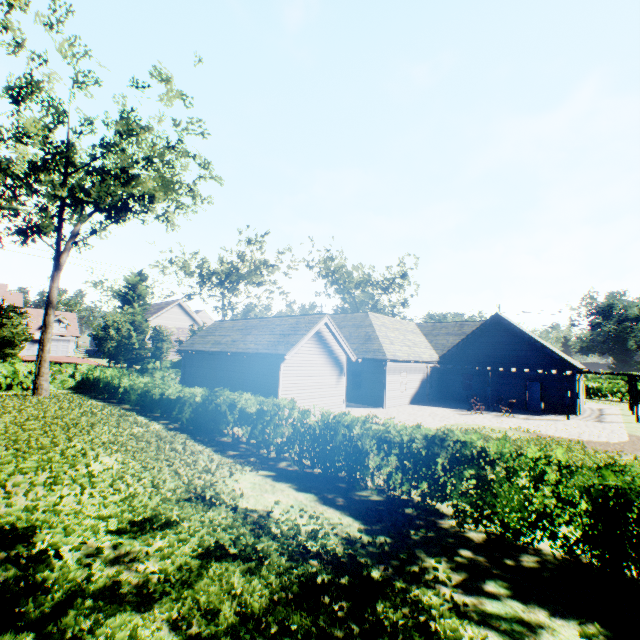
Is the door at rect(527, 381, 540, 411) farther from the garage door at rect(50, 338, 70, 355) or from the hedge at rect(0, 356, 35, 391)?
the garage door at rect(50, 338, 70, 355)

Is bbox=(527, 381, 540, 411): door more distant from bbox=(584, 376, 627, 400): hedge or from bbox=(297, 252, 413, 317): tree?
bbox=(297, 252, 413, 317): tree

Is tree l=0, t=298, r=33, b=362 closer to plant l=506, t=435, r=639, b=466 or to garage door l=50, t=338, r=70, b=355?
plant l=506, t=435, r=639, b=466

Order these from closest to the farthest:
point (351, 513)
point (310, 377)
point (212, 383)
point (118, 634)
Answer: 1. point (118, 634)
2. point (351, 513)
3. point (310, 377)
4. point (212, 383)

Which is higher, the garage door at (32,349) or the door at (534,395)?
the garage door at (32,349)

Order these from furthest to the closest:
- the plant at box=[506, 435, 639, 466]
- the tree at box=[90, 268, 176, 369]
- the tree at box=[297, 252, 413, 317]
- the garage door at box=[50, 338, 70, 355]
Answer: the garage door at box=[50, 338, 70, 355]
the tree at box=[297, 252, 413, 317]
the tree at box=[90, 268, 176, 369]
the plant at box=[506, 435, 639, 466]

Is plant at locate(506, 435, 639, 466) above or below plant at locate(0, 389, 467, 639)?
below

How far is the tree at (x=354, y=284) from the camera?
48.38m
